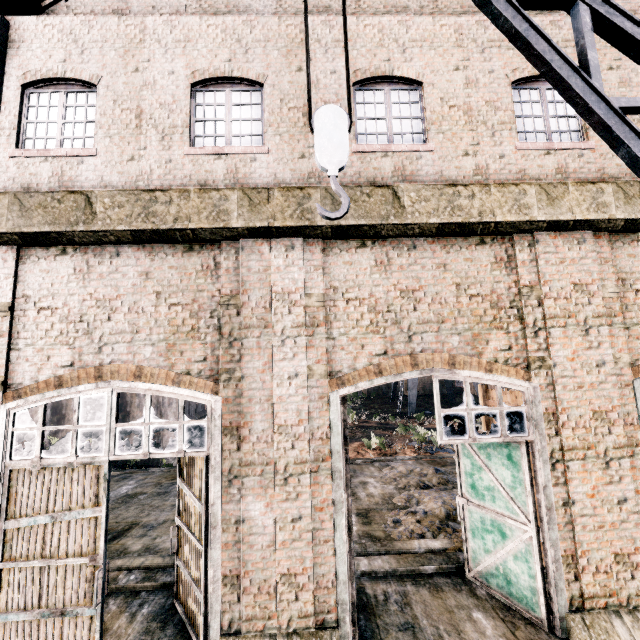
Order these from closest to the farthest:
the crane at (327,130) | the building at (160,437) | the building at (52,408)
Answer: the crane at (327,130)
the building at (160,437)
the building at (52,408)

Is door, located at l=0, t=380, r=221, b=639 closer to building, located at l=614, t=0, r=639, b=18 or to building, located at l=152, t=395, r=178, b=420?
building, located at l=614, t=0, r=639, b=18

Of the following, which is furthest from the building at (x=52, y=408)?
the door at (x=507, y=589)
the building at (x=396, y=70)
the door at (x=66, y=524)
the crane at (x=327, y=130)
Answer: the crane at (x=327, y=130)

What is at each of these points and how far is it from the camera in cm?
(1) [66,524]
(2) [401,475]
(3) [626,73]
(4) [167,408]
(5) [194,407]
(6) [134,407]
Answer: (1) door, 620
(2) stone debris, 1586
(3) building, 780
(4) building, 2239
(5) building, 2653
(6) building, 2292

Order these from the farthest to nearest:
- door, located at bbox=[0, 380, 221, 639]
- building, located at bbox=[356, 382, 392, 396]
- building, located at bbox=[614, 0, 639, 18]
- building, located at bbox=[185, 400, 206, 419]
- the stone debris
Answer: building, located at bbox=[356, 382, 392, 396] < building, located at bbox=[185, 400, 206, 419] < the stone debris < building, located at bbox=[614, 0, 639, 18] < door, located at bbox=[0, 380, 221, 639]

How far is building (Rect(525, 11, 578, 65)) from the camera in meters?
7.8

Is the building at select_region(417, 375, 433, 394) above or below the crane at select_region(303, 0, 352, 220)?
below

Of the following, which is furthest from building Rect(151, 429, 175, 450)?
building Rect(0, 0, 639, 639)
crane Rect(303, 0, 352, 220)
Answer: crane Rect(303, 0, 352, 220)
